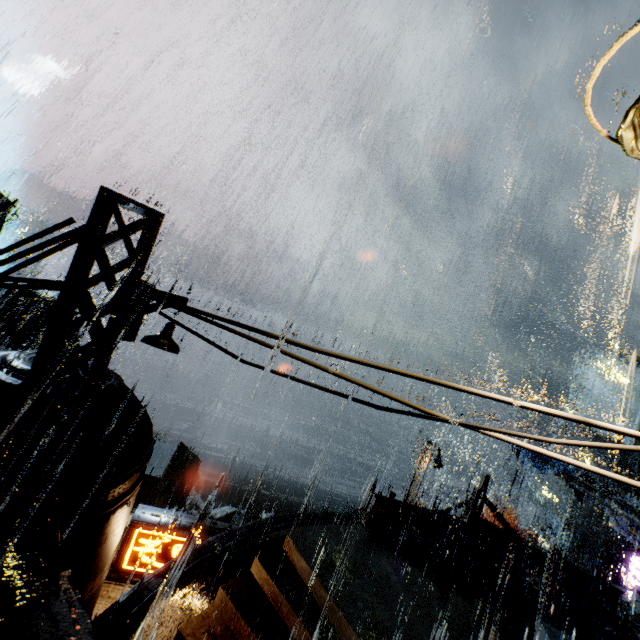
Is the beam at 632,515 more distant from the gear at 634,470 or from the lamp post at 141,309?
the lamp post at 141,309

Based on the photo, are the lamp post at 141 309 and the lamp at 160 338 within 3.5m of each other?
yes

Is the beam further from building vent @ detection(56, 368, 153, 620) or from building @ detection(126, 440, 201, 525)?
building vent @ detection(56, 368, 153, 620)

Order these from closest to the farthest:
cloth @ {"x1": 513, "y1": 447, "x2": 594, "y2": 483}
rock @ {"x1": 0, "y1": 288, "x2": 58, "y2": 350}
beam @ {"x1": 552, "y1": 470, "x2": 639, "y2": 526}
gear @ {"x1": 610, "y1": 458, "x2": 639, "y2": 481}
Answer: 1. beam @ {"x1": 552, "y1": 470, "x2": 639, "y2": 526}
2. cloth @ {"x1": 513, "y1": 447, "x2": 594, "y2": 483}
3. gear @ {"x1": 610, "y1": 458, "x2": 639, "y2": 481}
4. rock @ {"x1": 0, "y1": 288, "x2": 58, "y2": 350}

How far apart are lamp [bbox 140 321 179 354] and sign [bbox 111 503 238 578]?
8.0 meters

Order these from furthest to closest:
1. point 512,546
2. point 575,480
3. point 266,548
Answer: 1. point 575,480
2. point 512,546
3. point 266,548

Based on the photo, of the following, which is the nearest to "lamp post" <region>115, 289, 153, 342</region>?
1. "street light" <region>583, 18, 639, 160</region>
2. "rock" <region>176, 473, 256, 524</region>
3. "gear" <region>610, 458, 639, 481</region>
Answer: "street light" <region>583, 18, 639, 160</region>

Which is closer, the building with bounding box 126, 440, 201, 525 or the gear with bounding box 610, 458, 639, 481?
the building with bounding box 126, 440, 201, 525
